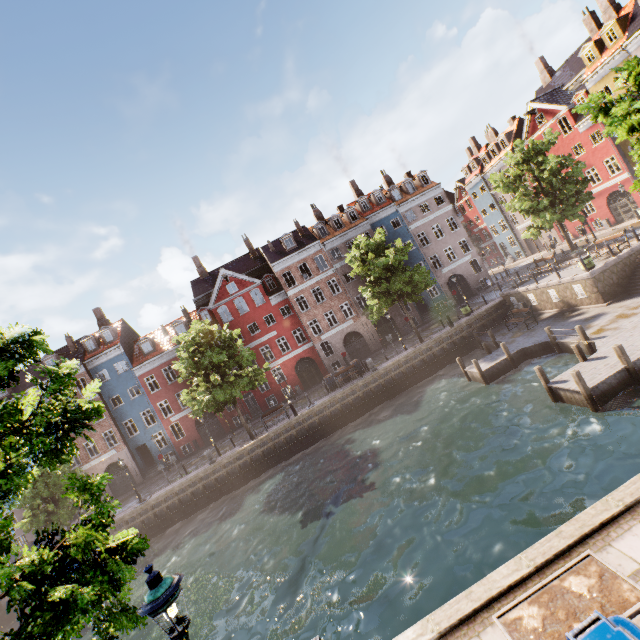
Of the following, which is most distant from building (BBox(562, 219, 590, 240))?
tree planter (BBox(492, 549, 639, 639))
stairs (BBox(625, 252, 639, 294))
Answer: tree planter (BBox(492, 549, 639, 639))

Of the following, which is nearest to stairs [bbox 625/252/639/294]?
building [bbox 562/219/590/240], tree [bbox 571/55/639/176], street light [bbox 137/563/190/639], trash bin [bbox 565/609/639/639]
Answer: tree [bbox 571/55/639/176]

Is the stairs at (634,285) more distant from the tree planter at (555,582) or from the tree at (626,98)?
the tree planter at (555,582)

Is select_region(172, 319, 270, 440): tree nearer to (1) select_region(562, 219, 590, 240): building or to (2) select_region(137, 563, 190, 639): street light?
(2) select_region(137, 563, 190, 639): street light

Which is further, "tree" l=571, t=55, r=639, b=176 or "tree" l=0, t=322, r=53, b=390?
"tree" l=571, t=55, r=639, b=176

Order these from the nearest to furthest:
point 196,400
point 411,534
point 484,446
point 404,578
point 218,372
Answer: point 404,578 → point 411,534 → point 484,446 → point 196,400 → point 218,372

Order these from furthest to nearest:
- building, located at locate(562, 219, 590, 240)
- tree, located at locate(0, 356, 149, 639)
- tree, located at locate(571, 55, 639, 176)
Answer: building, located at locate(562, 219, 590, 240) < tree, located at locate(571, 55, 639, 176) < tree, located at locate(0, 356, 149, 639)

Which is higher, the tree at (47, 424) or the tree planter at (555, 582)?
the tree at (47, 424)
